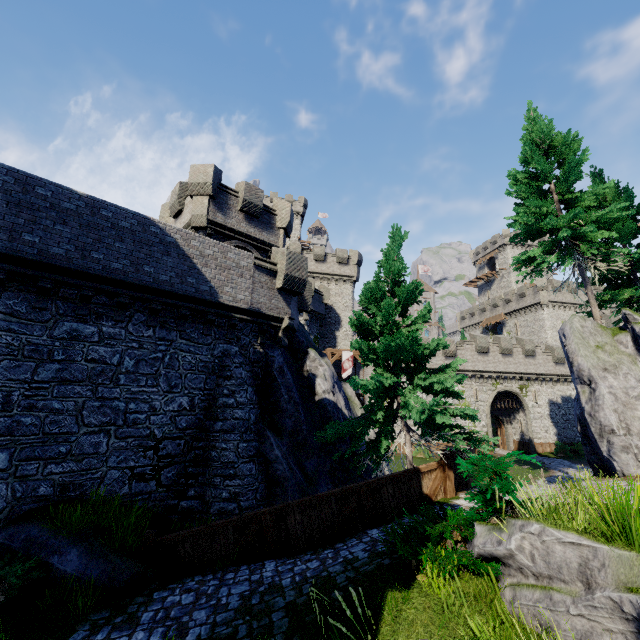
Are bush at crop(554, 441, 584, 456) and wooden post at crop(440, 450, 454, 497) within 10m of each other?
no

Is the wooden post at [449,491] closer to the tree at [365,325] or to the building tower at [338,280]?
the tree at [365,325]

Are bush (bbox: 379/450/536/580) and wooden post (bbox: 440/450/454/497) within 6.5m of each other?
yes

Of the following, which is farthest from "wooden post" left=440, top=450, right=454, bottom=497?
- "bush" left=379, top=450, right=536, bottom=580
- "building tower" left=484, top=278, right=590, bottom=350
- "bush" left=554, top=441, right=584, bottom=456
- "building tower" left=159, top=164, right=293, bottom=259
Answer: "building tower" left=484, top=278, right=590, bottom=350

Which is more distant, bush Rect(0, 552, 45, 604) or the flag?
the flag

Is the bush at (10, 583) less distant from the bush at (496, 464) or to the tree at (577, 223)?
the bush at (496, 464)

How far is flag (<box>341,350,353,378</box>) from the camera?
32.0m

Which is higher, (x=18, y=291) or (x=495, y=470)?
(x=18, y=291)
